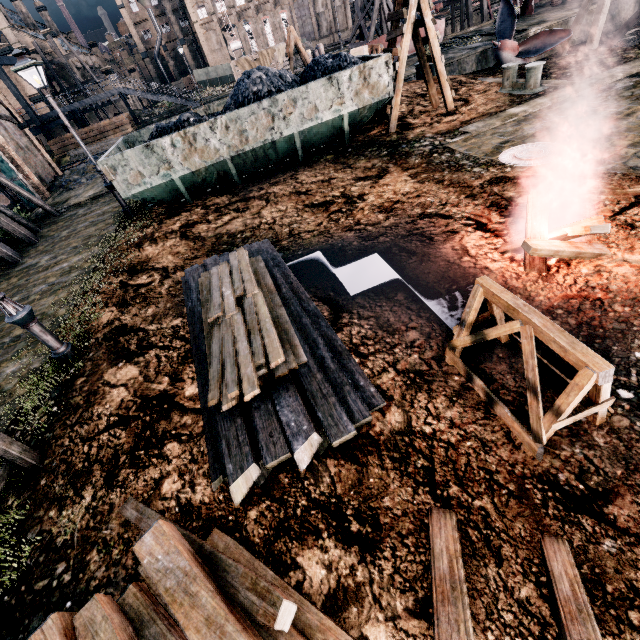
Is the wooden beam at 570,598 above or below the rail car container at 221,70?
below

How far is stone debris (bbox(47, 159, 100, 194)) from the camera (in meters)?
23.13

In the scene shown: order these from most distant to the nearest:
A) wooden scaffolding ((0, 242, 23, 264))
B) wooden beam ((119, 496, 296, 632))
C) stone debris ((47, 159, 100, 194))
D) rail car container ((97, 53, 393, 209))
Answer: stone debris ((47, 159, 100, 194)) → wooden scaffolding ((0, 242, 23, 264)) → rail car container ((97, 53, 393, 209)) → wooden beam ((119, 496, 296, 632))

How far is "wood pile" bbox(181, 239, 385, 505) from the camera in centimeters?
400cm

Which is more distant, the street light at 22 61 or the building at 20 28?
the building at 20 28

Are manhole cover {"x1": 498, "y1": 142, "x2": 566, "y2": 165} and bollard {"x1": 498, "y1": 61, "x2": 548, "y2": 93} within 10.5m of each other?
yes

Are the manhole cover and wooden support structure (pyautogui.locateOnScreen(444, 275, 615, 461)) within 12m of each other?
yes

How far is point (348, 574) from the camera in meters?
3.1 m
